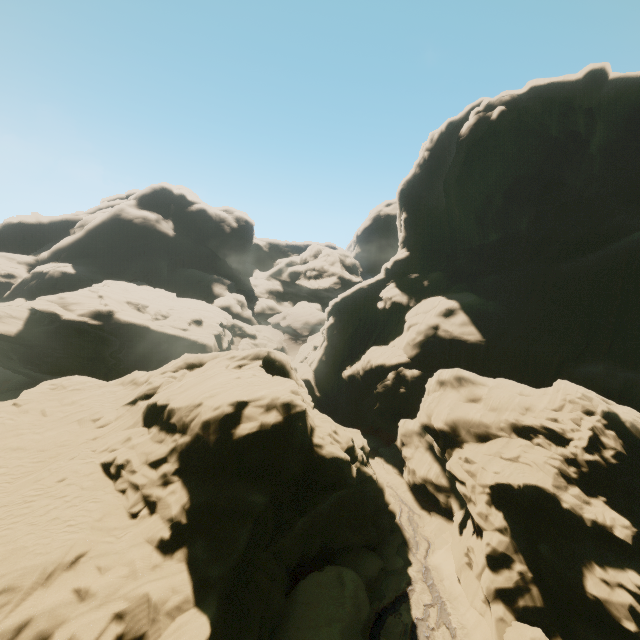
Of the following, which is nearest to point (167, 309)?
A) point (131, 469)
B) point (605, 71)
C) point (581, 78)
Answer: point (131, 469)
